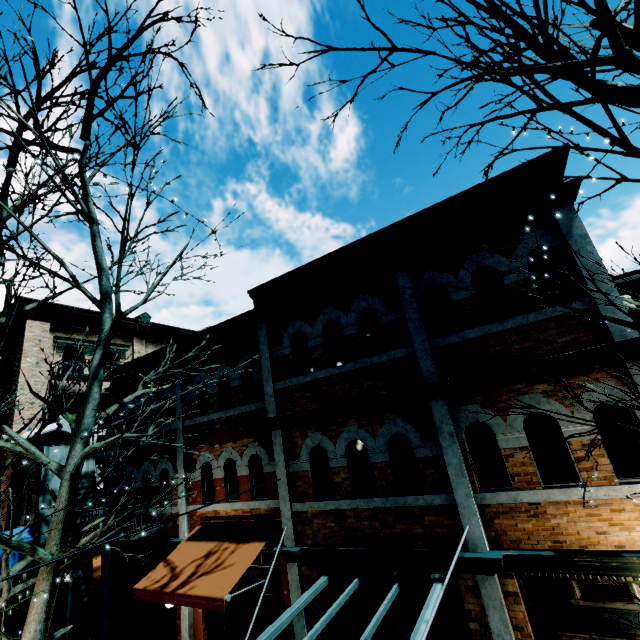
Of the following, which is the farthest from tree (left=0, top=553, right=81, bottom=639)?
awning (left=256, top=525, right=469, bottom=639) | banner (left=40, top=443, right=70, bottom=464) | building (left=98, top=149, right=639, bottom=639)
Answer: banner (left=40, top=443, right=70, bottom=464)

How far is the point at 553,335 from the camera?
5.5 meters

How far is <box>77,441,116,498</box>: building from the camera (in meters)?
10.38

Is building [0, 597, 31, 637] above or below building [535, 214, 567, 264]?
below

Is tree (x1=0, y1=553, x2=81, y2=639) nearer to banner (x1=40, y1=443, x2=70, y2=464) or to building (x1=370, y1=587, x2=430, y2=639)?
building (x1=370, y1=587, x2=430, y2=639)

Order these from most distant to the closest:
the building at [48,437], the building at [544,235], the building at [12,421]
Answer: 1. the building at [12,421]
2. the building at [48,437]
3. the building at [544,235]

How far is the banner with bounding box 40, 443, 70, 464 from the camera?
10.84m

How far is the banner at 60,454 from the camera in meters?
10.8
